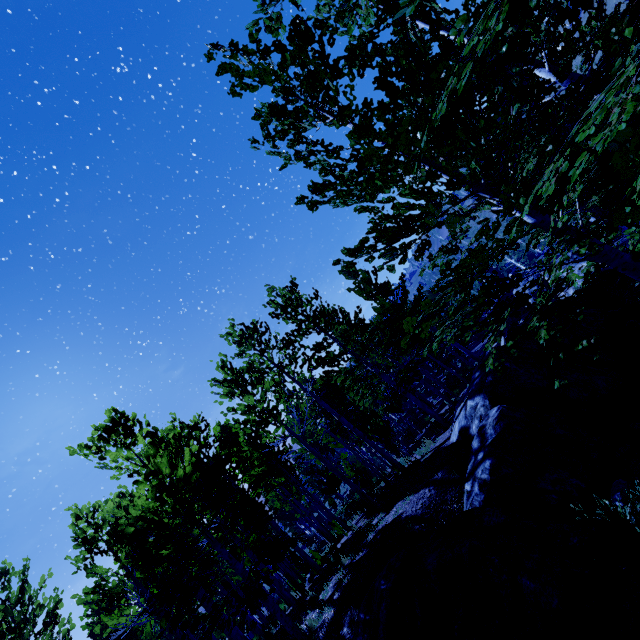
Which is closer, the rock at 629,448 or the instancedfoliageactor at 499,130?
the instancedfoliageactor at 499,130

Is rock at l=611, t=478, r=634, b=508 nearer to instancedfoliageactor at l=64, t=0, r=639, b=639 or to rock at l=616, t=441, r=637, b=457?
rock at l=616, t=441, r=637, b=457

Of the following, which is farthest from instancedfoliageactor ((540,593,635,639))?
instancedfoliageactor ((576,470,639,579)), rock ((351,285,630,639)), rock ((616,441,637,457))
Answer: rock ((616,441,637,457))

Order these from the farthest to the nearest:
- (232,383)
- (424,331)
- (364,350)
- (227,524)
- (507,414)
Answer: (364,350), (232,383), (227,524), (507,414), (424,331)

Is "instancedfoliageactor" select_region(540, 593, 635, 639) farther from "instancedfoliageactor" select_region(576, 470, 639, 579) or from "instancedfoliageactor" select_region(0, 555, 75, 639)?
"instancedfoliageactor" select_region(0, 555, 75, 639)

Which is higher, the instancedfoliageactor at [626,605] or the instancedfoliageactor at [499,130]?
the instancedfoliageactor at [499,130]

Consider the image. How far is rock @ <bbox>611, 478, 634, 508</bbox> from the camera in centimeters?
491cm

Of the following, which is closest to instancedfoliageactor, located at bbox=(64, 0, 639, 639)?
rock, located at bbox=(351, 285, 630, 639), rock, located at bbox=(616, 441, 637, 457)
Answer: rock, located at bbox=(351, 285, 630, 639)
